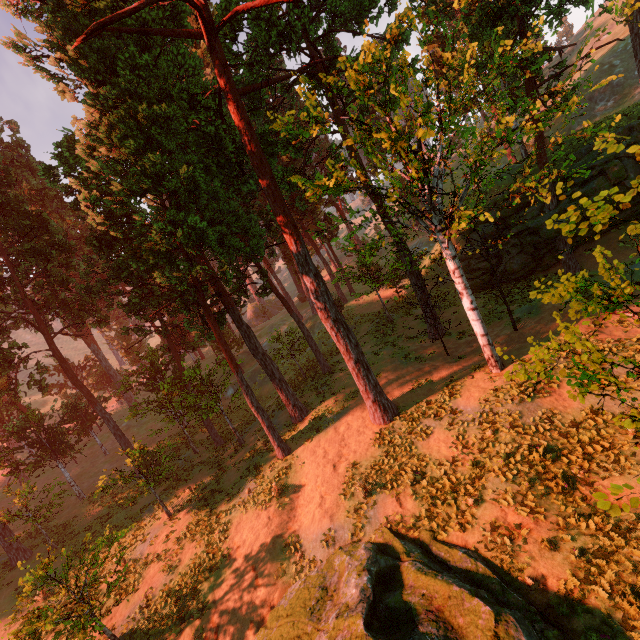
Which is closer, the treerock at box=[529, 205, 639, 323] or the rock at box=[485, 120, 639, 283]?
the treerock at box=[529, 205, 639, 323]

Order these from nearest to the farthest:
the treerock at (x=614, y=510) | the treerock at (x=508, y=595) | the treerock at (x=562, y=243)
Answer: the treerock at (x=614, y=510), the treerock at (x=562, y=243), the treerock at (x=508, y=595)

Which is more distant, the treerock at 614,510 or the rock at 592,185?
the rock at 592,185

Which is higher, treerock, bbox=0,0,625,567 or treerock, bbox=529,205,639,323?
treerock, bbox=0,0,625,567

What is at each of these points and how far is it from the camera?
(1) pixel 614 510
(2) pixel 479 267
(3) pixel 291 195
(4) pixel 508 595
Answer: (1) treerock, 3.14m
(2) rock, 27.83m
(3) treerock, 38.97m
(4) treerock, 8.03m

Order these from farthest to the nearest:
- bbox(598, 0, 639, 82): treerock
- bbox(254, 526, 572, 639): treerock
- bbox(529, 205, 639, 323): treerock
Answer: bbox(598, 0, 639, 82): treerock
bbox(254, 526, 572, 639): treerock
bbox(529, 205, 639, 323): treerock

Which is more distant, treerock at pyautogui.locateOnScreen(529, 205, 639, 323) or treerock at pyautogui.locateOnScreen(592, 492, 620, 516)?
treerock at pyautogui.locateOnScreen(529, 205, 639, 323)
